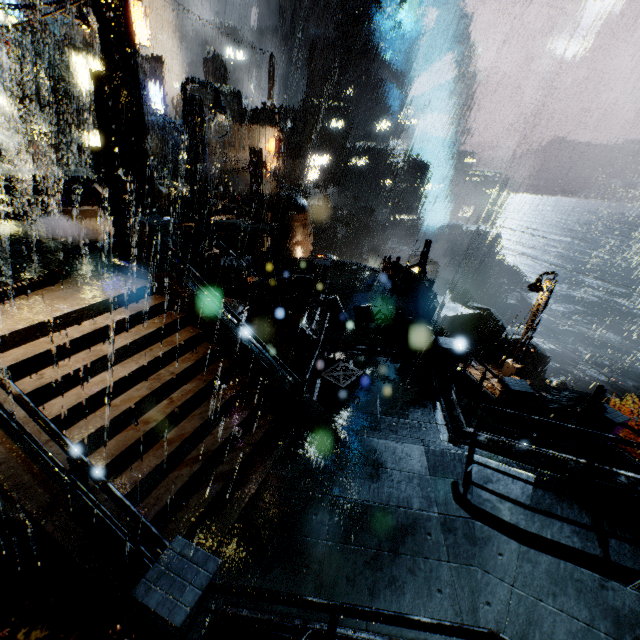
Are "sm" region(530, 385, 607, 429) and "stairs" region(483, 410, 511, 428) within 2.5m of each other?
yes

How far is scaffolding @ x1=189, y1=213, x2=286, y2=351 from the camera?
13.1 meters

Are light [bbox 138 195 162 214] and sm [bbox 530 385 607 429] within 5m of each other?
no

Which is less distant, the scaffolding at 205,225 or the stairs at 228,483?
the stairs at 228,483

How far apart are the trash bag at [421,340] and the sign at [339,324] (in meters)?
2.52

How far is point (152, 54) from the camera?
40.5 meters

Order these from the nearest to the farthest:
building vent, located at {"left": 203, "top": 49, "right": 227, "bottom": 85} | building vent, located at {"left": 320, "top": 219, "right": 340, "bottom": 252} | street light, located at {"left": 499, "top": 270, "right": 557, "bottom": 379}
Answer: street light, located at {"left": 499, "top": 270, "right": 557, "bottom": 379} < building vent, located at {"left": 203, "top": 49, "right": 227, "bottom": 85} < building vent, located at {"left": 320, "top": 219, "right": 340, "bottom": 252}

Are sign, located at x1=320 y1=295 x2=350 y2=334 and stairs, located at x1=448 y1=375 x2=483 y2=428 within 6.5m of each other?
yes
